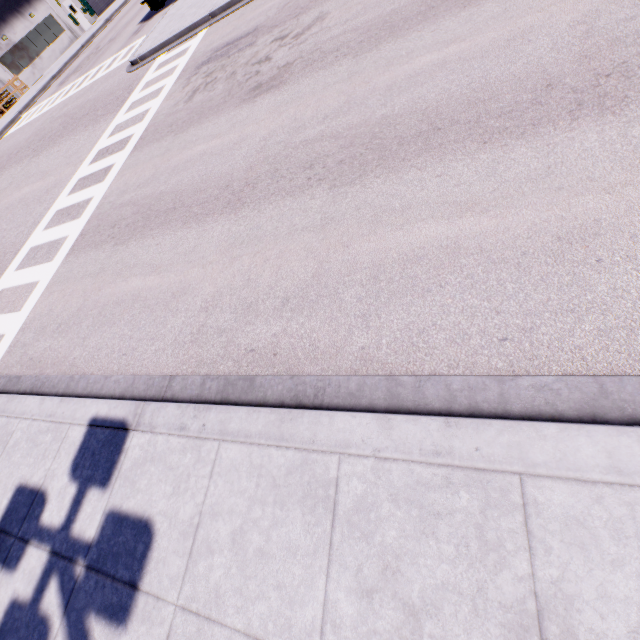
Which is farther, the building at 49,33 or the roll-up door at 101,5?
the roll-up door at 101,5

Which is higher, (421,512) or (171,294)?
(421,512)

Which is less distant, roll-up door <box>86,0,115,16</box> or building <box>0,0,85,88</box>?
building <box>0,0,85,88</box>
